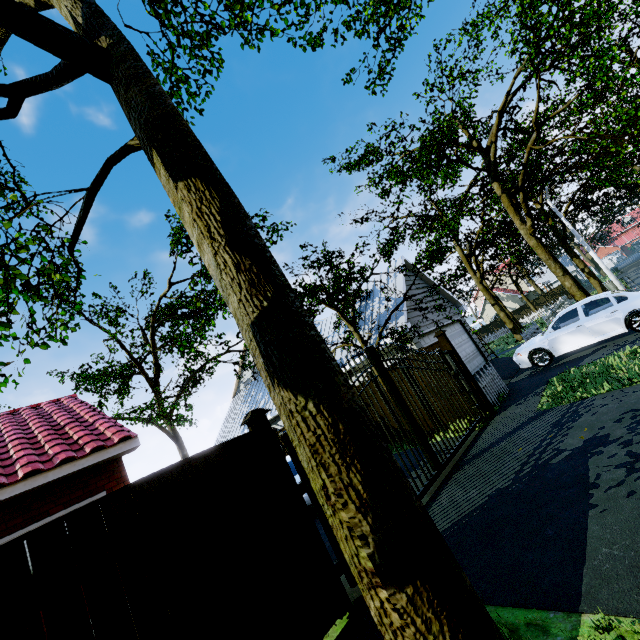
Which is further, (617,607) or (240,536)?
(240,536)

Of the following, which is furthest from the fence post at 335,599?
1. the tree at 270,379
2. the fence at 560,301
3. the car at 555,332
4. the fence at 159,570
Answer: the car at 555,332

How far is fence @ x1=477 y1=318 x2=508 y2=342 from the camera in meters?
35.8 m

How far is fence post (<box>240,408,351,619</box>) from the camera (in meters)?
3.80

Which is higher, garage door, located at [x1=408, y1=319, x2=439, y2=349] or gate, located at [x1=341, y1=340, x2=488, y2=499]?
garage door, located at [x1=408, y1=319, x2=439, y2=349]

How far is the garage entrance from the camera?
12.1m

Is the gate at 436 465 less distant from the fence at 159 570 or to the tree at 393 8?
the fence at 159 570

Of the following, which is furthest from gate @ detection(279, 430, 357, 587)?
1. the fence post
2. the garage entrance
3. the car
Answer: the car
